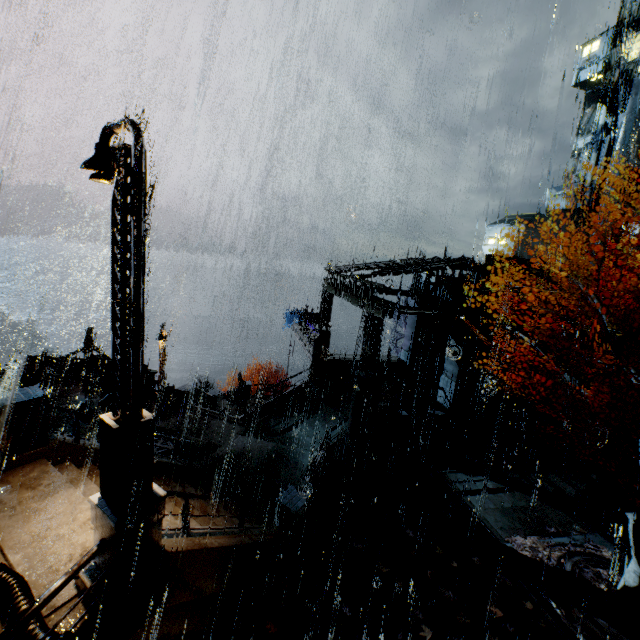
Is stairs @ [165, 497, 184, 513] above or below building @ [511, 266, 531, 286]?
below

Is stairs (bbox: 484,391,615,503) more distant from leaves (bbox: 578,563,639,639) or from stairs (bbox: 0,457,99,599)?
stairs (bbox: 0,457,99,599)

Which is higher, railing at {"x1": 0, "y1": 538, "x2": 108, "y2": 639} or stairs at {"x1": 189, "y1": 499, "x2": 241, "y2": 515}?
railing at {"x1": 0, "y1": 538, "x2": 108, "y2": 639}

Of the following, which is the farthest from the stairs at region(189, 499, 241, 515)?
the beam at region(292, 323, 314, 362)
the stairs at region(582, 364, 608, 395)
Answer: the stairs at region(582, 364, 608, 395)

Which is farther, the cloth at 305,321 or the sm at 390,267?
→ the cloth at 305,321

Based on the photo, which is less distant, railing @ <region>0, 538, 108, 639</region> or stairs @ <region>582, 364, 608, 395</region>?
railing @ <region>0, 538, 108, 639</region>

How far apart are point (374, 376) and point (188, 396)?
11.3 meters

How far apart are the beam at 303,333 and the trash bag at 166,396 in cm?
853
